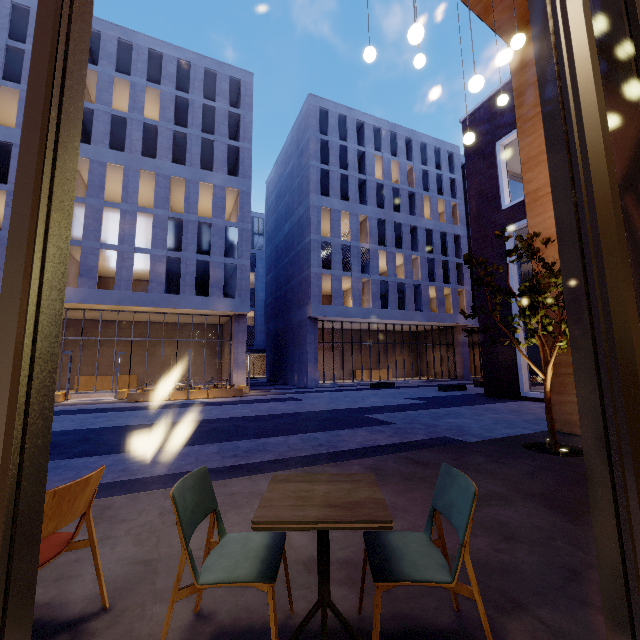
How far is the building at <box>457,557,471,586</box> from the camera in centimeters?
215cm

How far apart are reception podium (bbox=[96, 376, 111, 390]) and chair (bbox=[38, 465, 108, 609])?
27.1 meters

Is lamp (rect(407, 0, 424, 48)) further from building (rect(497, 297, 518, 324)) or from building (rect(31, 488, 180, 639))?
building (rect(497, 297, 518, 324))

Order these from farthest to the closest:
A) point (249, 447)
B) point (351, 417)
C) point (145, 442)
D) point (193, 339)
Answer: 1. point (193, 339)
2. point (351, 417)
3. point (145, 442)
4. point (249, 447)

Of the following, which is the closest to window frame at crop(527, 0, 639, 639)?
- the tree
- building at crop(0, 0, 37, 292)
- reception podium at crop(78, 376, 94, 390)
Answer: the tree

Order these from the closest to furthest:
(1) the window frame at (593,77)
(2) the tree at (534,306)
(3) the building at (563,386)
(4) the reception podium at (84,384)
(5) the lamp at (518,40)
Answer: (1) the window frame at (593,77)
(5) the lamp at (518,40)
(2) the tree at (534,306)
(3) the building at (563,386)
(4) the reception podium at (84,384)

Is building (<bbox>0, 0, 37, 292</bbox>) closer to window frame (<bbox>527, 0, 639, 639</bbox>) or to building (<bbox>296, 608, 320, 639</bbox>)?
building (<bbox>296, 608, 320, 639</bbox>)

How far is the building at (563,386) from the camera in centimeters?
605cm
